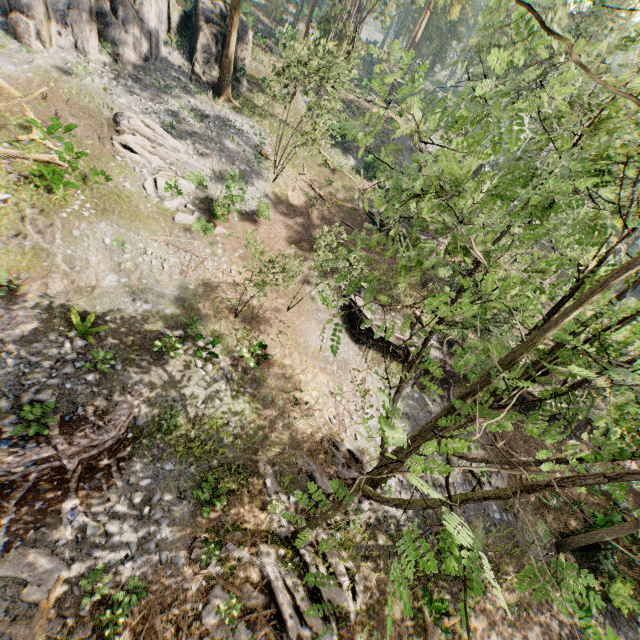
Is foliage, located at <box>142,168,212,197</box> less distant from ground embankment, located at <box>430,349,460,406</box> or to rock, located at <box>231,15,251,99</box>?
rock, located at <box>231,15,251,99</box>

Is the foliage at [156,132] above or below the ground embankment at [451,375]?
above

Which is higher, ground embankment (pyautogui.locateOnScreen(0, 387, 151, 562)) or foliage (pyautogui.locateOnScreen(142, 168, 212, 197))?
foliage (pyautogui.locateOnScreen(142, 168, 212, 197))

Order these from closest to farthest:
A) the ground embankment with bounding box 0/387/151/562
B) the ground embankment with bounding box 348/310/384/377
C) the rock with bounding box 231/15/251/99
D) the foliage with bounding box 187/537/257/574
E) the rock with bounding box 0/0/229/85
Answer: the ground embankment with bounding box 0/387/151/562 → the foliage with bounding box 187/537/257/574 → the rock with bounding box 0/0/229/85 → the ground embankment with bounding box 348/310/384/377 → the rock with bounding box 231/15/251/99

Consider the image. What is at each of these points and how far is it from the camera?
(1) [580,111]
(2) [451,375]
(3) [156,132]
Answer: (1) foliage, 23.6m
(2) ground embankment, 22.9m
(3) foliage, 21.5m

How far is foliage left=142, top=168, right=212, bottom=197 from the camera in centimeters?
1967cm

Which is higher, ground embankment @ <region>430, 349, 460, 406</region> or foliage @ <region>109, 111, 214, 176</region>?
foliage @ <region>109, 111, 214, 176</region>

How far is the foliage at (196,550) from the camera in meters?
11.3 m
